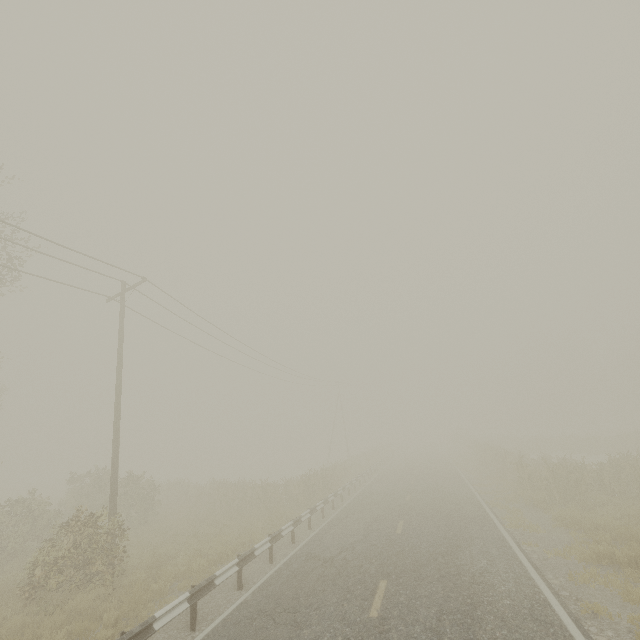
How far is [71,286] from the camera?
14.80m
